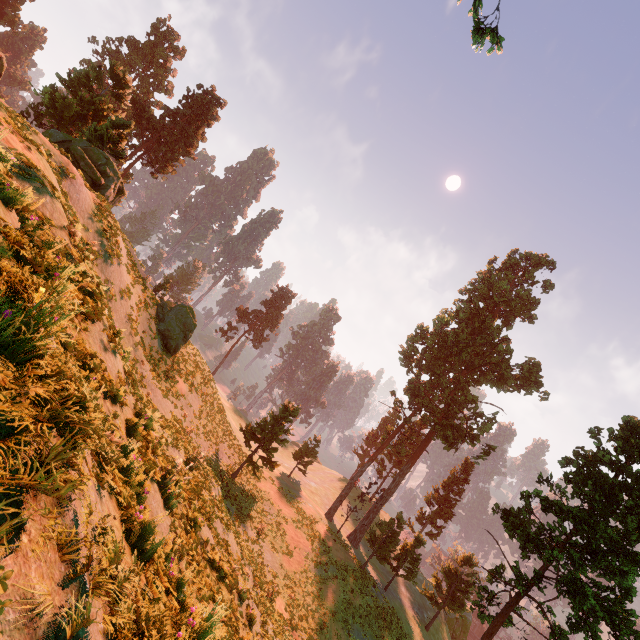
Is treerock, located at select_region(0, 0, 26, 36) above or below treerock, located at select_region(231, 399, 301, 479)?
above

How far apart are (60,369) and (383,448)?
39.7m

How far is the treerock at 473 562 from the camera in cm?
3397

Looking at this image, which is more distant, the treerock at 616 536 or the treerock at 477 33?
the treerock at 616 536

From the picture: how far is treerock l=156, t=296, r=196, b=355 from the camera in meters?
25.3

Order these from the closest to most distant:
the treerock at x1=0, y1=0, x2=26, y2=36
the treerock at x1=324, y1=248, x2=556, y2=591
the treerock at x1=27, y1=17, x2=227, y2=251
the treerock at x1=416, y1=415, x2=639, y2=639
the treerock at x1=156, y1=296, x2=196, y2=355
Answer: the treerock at x1=416, y1=415, x2=639, y2=639
the treerock at x1=27, y1=17, x2=227, y2=251
the treerock at x1=156, y1=296, x2=196, y2=355
the treerock at x1=324, y1=248, x2=556, y2=591
the treerock at x1=0, y1=0, x2=26, y2=36
